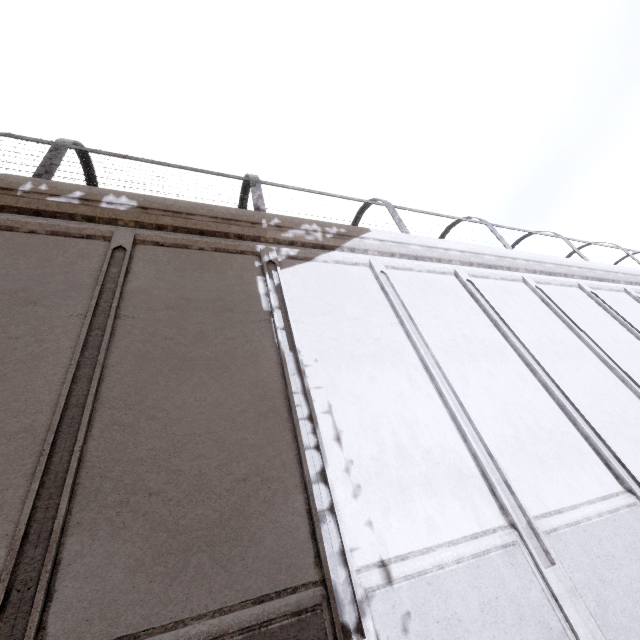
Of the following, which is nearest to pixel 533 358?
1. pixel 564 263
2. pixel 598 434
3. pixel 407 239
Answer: pixel 598 434
